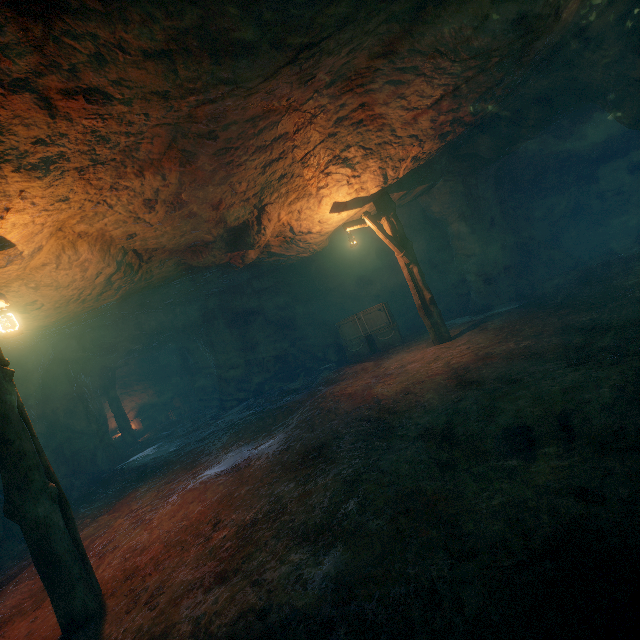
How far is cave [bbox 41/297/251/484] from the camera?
11.69m

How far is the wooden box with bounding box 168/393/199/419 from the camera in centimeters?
2070cm

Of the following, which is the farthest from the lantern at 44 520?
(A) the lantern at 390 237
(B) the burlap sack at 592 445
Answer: (A) the lantern at 390 237

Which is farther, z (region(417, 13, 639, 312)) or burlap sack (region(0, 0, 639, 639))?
z (region(417, 13, 639, 312))

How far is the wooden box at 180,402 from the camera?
20.7 meters

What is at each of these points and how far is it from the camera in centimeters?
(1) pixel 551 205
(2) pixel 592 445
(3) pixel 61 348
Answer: (1) z, 1448cm
(2) burlap sack, 274cm
(3) cave, 1190cm

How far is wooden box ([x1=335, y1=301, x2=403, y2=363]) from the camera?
12.2m

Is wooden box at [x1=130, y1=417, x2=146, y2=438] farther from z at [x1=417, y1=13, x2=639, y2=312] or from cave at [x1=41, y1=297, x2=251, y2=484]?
z at [x1=417, y1=13, x2=639, y2=312]
